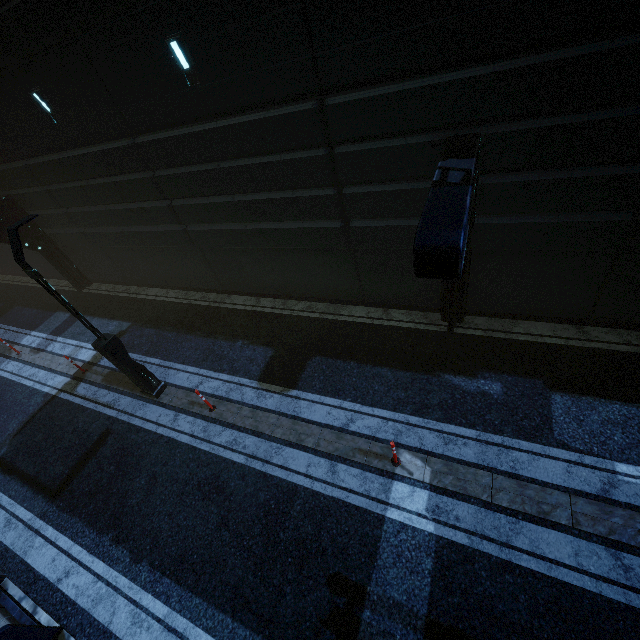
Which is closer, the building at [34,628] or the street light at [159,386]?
the building at [34,628]

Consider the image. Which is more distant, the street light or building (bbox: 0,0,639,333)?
the street light

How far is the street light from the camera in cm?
675

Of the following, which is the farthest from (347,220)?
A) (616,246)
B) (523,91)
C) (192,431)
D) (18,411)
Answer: (18,411)

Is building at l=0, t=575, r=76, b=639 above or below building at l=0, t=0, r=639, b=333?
below
